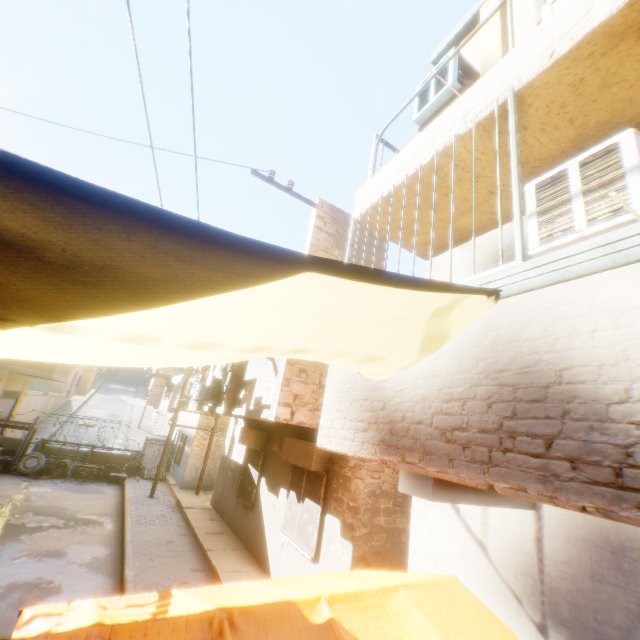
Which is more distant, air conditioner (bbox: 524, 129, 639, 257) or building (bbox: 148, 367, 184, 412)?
building (bbox: 148, 367, 184, 412)

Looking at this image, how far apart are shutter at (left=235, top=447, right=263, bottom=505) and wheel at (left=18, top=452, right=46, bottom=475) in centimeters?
1070cm

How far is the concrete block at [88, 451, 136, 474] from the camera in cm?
1628

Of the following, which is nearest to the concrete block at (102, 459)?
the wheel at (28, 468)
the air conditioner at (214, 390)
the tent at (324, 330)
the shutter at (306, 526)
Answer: the wheel at (28, 468)

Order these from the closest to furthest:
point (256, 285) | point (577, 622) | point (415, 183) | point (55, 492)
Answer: point (256, 285)
point (577, 622)
point (415, 183)
point (55, 492)

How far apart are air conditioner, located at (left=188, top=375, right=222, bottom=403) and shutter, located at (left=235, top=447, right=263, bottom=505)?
1.80m

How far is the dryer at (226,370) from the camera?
7.9 meters

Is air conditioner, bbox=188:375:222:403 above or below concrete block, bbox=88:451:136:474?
above
